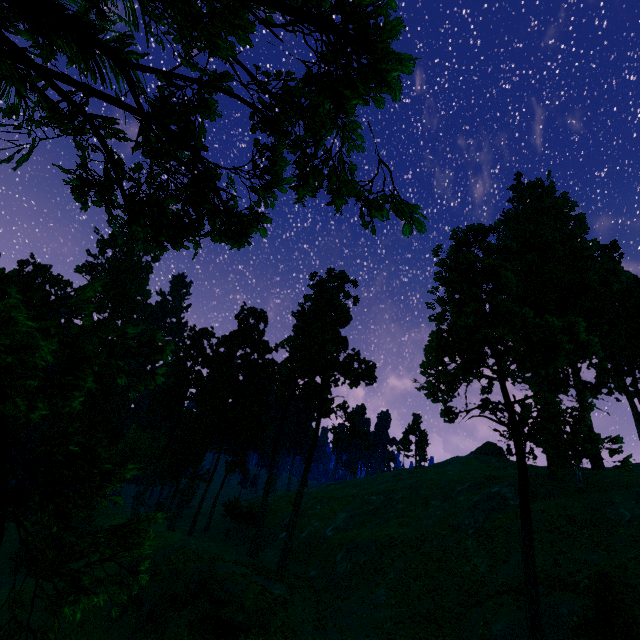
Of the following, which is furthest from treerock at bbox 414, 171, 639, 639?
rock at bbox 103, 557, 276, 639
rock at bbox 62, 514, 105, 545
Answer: rock at bbox 103, 557, 276, 639

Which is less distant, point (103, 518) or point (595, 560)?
point (595, 560)

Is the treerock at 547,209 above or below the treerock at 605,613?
above

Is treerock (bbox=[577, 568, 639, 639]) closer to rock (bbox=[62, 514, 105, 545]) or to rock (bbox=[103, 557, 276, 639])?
rock (bbox=[62, 514, 105, 545])

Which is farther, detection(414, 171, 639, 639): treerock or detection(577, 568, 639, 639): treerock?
detection(414, 171, 639, 639): treerock

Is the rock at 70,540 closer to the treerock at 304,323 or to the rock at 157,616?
the treerock at 304,323

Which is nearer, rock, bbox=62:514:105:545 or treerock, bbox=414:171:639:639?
treerock, bbox=414:171:639:639
